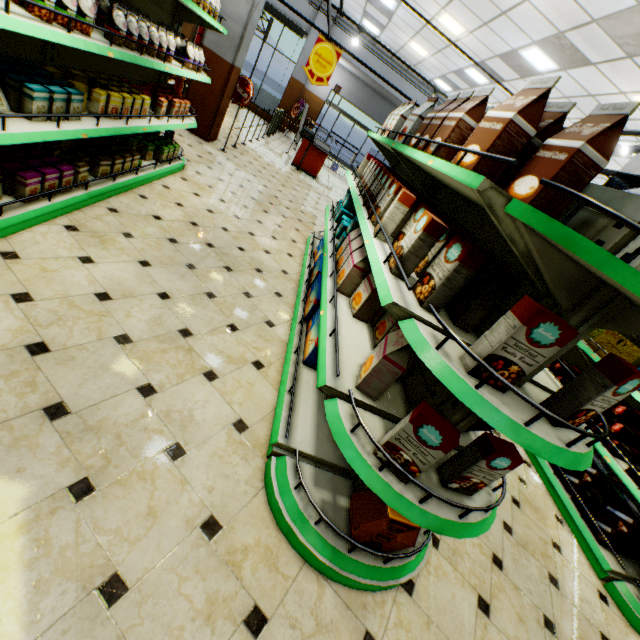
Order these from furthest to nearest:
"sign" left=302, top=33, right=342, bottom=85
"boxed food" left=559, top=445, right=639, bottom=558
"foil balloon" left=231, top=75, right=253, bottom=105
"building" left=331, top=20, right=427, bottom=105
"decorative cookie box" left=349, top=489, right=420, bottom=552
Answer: "building" left=331, top=20, right=427, bottom=105
"foil balloon" left=231, top=75, right=253, bottom=105
"sign" left=302, top=33, right=342, bottom=85
"boxed food" left=559, top=445, right=639, bottom=558
"decorative cookie box" left=349, top=489, right=420, bottom=552

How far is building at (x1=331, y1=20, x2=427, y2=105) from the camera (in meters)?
13.98

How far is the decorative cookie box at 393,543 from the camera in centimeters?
164cm

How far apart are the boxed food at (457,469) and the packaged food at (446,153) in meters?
1.0 m

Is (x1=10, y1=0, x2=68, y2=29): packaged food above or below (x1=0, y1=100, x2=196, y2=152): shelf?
above

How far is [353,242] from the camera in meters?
3.0

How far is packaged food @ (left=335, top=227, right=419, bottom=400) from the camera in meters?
1.7

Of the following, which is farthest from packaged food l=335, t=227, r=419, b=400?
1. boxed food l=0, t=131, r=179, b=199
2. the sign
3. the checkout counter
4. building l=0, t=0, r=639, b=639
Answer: the checkout counter
